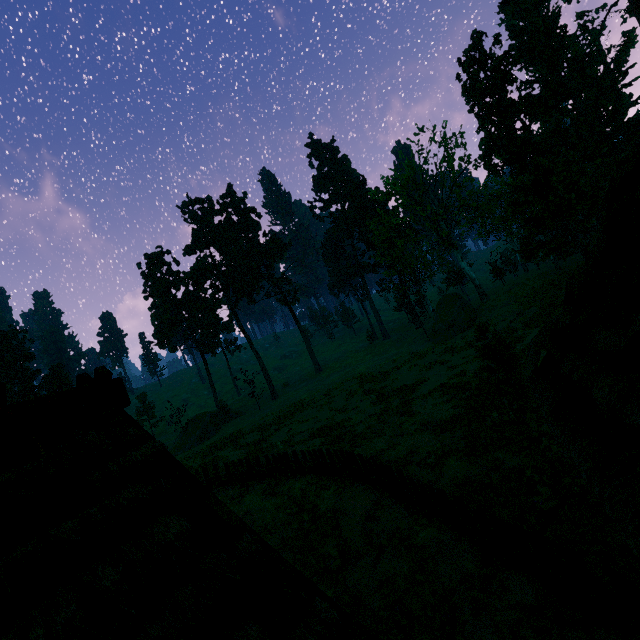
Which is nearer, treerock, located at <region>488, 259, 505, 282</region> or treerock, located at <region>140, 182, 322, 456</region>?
treerock, located at <region>488, 259, 505, 282</region>

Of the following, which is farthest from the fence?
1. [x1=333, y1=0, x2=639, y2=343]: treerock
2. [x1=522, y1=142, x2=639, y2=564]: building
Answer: [x1=333, y1=0, x2=639, y2=343]: treerock

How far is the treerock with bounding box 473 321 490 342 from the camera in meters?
13.8

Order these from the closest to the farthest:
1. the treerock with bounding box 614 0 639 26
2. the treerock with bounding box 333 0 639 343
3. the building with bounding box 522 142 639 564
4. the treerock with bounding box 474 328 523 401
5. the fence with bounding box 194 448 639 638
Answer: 1. the building with bounding box 522 142 639 564
2. the fence with bounding box 194 448 639 638
3. the treerock with bounding box 474 328 523 401
4. the treerock with bounding box 333 0 639 343
5. the treerock with bounding box 614 0 639 26

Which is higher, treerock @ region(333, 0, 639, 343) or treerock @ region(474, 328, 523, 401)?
treerock @ region(333, 0, 639, 343)

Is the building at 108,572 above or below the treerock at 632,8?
below

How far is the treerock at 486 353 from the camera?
13.05m

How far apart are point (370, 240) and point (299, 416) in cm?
3621
